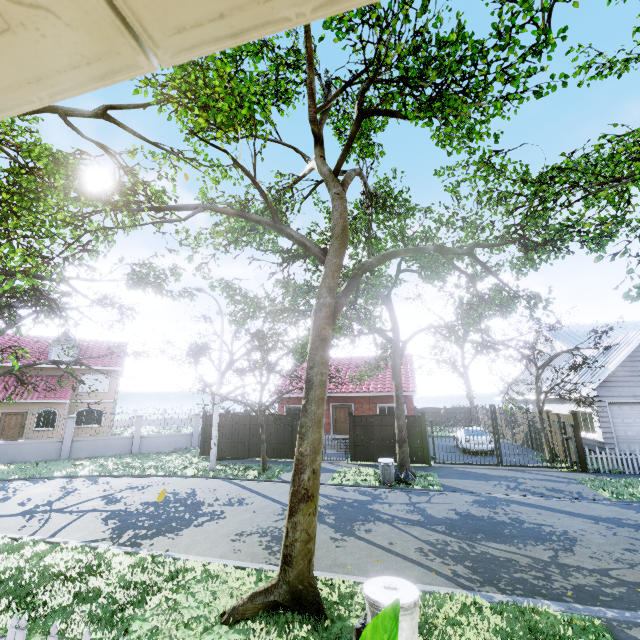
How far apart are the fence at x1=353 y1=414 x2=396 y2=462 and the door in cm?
546

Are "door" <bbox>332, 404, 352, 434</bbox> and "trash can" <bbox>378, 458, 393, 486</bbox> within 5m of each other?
no

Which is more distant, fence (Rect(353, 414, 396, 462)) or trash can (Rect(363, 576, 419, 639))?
fence (Rect(353, 414, 396, 462))

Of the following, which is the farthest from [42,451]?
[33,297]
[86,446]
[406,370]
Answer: [406,370]

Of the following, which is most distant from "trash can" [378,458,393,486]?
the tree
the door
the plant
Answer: the plant

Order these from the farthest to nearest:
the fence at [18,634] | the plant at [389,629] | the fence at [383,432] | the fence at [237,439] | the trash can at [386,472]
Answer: the fence at [237,439], the fence at [383,432], the trash can at [386,472], the fence at [18,634], the plant at [389,629]

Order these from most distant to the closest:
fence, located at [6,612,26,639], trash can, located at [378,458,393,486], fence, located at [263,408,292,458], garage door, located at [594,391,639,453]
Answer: fence, located at [263,408,292,458], garage door, located at [594,391,639,453], trash can, located at [378,458,393,486], fence, located at [6,612,26,639]

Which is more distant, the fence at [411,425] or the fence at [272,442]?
the fence at [272,442]
